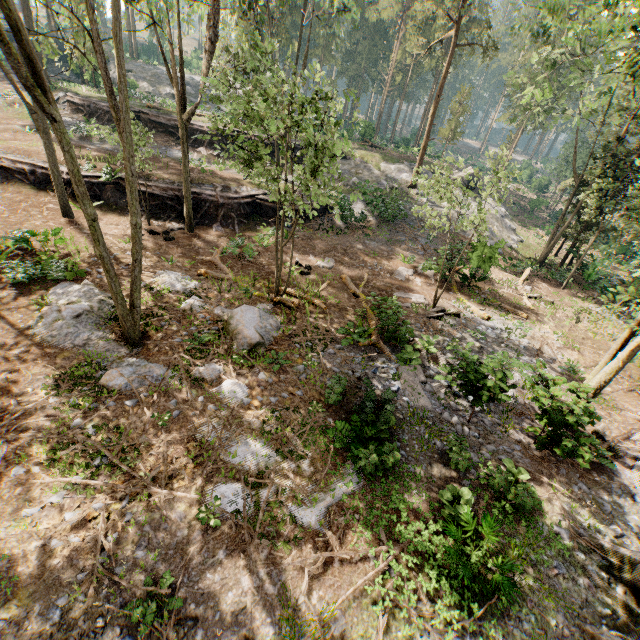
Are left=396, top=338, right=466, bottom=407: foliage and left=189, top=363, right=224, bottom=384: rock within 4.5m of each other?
no

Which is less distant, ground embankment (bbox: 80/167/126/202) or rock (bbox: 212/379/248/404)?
rock (bbox: 212/379/248/404)

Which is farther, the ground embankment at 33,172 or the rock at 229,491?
the ground embankment at 33,172

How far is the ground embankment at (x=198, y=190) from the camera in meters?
21.4 m

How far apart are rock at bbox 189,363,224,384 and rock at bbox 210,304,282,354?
0.6 meters

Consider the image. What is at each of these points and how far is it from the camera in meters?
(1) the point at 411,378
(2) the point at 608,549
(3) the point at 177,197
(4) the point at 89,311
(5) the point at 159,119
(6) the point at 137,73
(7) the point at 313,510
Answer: (1) foliage, 12.0
(2) rock, 7.8
(3) ground embankment, 21.0
(4) rock, 11.4
(5) ground embankment, 28.5
(6) rock, 45.5
(7) rock, 7.6

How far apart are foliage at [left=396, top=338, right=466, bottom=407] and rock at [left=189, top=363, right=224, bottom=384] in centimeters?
627cm

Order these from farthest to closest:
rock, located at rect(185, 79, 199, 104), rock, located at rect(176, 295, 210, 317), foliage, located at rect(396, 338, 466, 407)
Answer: rock, located at rect(185, 79, 199, 104) → rock, located at rect(176, 295, 210, 317) → foliage, located at rect(396, 338, 466, 407)
